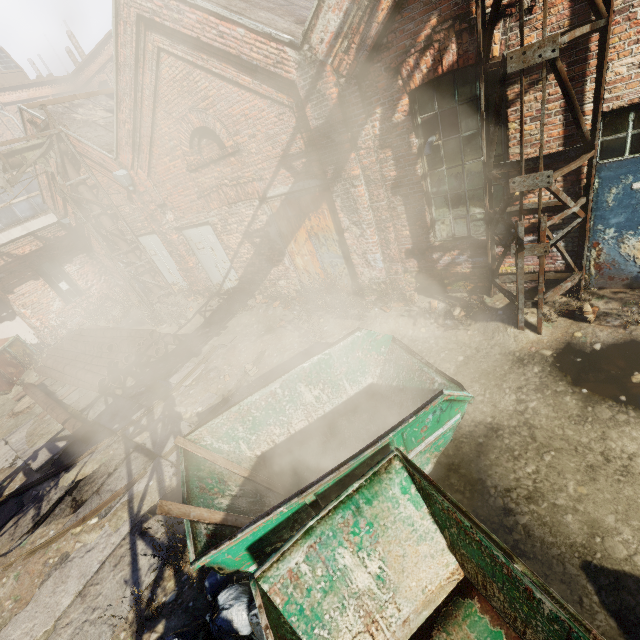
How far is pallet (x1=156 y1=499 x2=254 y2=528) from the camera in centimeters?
328cm

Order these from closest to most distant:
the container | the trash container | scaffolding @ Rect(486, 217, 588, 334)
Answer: the container, scaffolding @ Rect(486, 217, 588, 334), the trash container

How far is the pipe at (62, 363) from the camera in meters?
8.6

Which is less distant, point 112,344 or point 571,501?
point 571,501

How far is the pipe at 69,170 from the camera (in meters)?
9.88

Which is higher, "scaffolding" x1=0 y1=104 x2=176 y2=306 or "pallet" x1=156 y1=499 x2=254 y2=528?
"scaffolding" x1=0 y1=104 x2=176 y2=306

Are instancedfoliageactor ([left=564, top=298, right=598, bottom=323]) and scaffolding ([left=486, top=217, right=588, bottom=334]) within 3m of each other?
yes

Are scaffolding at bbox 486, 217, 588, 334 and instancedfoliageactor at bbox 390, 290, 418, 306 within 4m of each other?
yes
